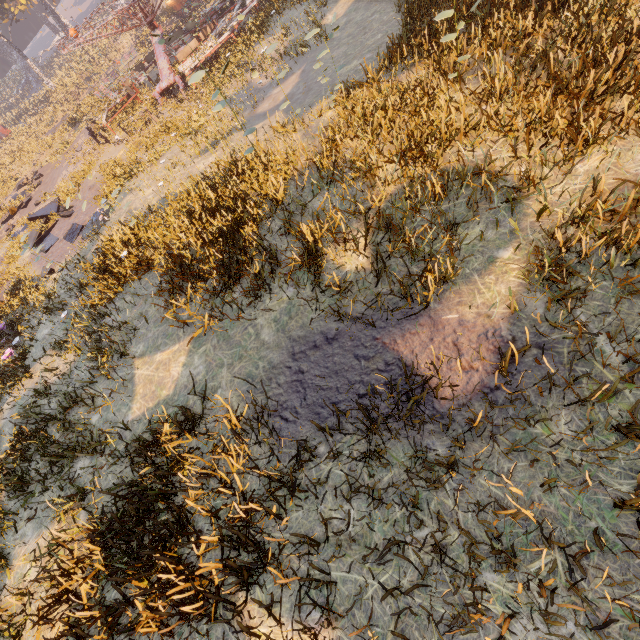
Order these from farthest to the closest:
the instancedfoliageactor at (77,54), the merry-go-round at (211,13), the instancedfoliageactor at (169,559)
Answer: the instancedfoliageactor at (77,54) → the merry-go-round at (211,13) → the instancedfoliageactor at (169,559)

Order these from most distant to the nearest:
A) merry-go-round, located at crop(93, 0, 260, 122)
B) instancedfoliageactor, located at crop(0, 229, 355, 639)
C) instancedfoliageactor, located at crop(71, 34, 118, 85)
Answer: instancedfoliageactor, located at crop(71, 34, 118, 85), merry-go-round, located at crop(93, 0, 260, 122), instancedfoliageactor, located at crop(0, 229, 355, 639)

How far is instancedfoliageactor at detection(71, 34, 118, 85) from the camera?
39.6 meters

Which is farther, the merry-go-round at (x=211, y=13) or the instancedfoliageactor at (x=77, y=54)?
the instancedfoliageactor at (x=77, y=54)

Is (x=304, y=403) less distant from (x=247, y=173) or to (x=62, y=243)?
(x=247, y=173)

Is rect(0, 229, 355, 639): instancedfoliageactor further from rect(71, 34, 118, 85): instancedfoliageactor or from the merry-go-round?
rect(71, 34, 118, 85): instancedfoliageactor

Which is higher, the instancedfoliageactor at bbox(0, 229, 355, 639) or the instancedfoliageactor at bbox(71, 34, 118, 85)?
the instancedfoliageactor at bbox(71, 34, 118, 85)

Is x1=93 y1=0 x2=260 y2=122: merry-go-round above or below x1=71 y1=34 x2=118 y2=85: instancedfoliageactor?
below
